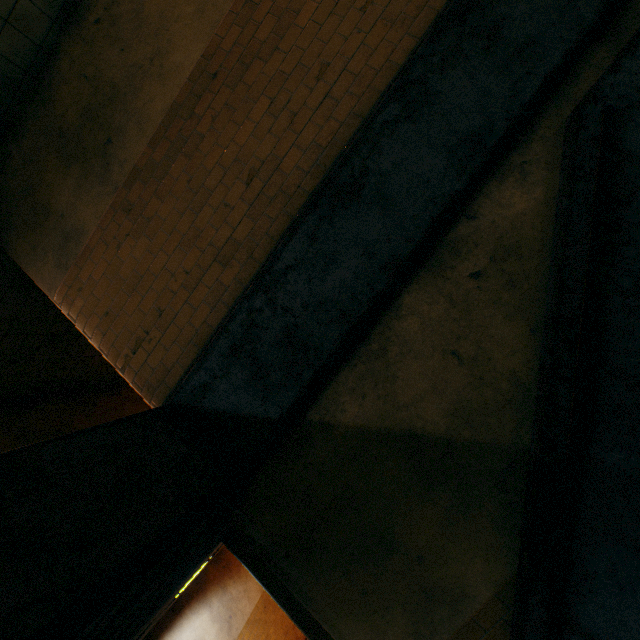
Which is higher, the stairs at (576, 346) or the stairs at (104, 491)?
the stairs at (104, 491)

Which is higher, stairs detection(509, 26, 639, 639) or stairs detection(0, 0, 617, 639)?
stairs detection(0, 0, 617, 639)

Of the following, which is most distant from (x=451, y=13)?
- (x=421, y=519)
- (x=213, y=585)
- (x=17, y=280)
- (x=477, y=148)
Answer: (x=213, y=585)
